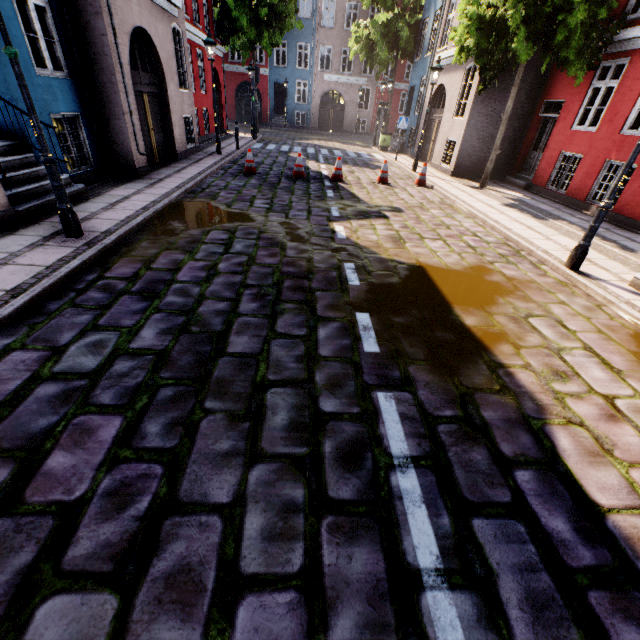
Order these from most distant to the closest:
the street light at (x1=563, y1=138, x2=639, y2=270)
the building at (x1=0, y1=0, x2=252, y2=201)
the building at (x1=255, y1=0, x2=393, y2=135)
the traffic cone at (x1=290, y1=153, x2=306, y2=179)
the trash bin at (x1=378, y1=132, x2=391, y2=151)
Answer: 1. the building at (x1=255, y1=0, x2=393, y2=135)
2. the trash bin at (x1=378, y1=132, x2=391, y2=151)
3. the traffic cone at (x1=290, y1=153, x2=306, y2=179)
4. the building at (x1=0, y1=0, x2=252, y2=201)
5. the street light at (x1=563, y1=138, x2=639, y2=270)

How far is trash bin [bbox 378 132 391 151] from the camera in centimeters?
1944cm

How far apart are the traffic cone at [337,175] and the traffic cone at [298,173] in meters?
0.8 m

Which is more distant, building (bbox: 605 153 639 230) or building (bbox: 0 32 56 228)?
building (bbox: 605 153 639 230)

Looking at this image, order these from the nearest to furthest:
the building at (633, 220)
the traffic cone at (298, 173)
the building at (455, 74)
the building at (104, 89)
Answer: the building at (104, 89) → the building at (633, 220) → the traffic cone at (298, 173) → the building at (455, 74)

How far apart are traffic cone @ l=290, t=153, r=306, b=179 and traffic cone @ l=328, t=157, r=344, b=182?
0.78m

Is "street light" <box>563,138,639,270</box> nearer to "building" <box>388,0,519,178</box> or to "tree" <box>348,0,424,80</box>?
"building" <box>388,0,519,178</box>

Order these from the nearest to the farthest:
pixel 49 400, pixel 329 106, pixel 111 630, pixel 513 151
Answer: pixel 111 630
pixel 49 400
pixel 513 151
pixel 329 106
